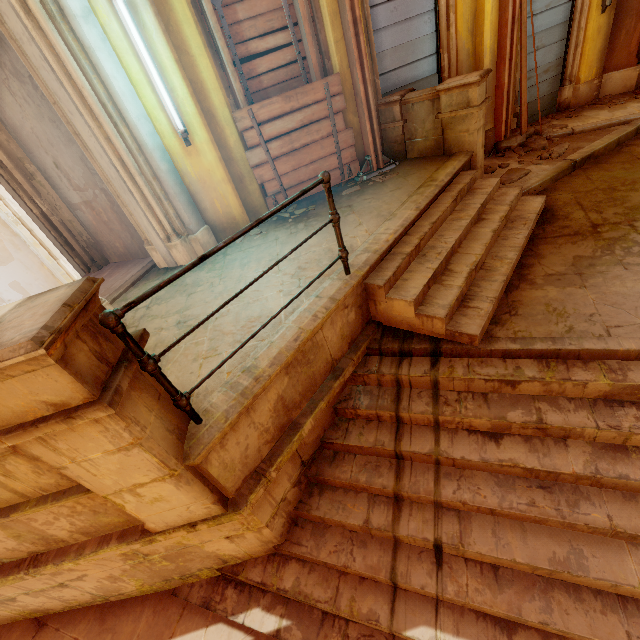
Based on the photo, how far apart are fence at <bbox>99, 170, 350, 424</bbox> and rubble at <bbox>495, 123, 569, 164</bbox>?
4.42m

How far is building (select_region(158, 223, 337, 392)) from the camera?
2.86m

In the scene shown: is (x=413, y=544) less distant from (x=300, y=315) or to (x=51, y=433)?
(x=300, y=315)

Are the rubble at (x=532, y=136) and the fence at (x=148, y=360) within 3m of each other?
no

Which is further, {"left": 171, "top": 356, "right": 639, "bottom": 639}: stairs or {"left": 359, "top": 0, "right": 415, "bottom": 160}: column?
{"left": 359, "top": 0, "right": 415, "bottom": 160}: column

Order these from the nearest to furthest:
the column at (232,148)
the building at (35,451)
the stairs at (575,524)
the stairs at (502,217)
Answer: the building at (35,451)
the stairs at (575,524)
the stairs at (502,217)
the column at (232,148)

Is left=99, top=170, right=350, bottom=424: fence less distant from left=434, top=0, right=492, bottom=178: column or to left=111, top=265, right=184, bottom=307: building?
left=111, top=265, right=184, bottom=307: building

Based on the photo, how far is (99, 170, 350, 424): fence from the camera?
1.73m
